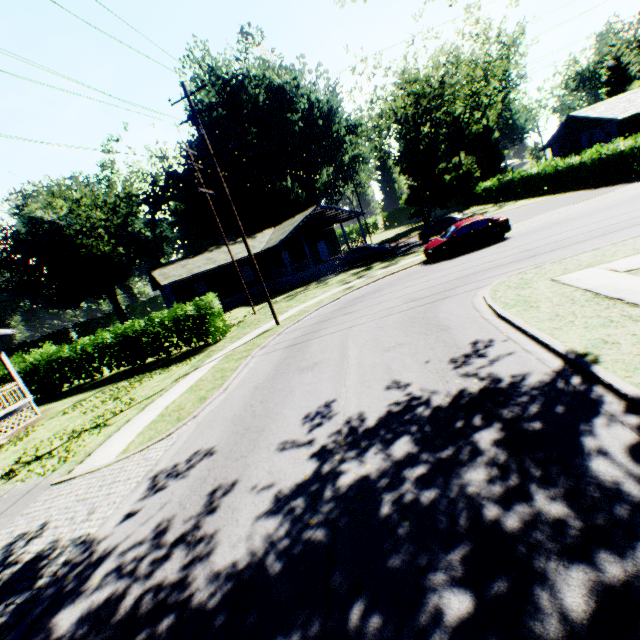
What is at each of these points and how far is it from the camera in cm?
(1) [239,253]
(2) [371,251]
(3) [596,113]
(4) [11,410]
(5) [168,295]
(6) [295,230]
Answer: (1) house, 3350
(2) car, 2891
(3) house, 2991
(4) house, 1549
(5) house, 3344
(6) house, 3122

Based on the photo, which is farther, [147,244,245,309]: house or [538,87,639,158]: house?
[147,244,245,309]: house

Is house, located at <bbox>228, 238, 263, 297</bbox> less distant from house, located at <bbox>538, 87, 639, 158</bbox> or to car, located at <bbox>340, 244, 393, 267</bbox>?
car, located at <bbox>340, 244, 393, 267</bbox>

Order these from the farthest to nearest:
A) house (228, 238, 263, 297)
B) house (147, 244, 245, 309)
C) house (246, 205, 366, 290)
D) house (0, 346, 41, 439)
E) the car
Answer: house (228, 238, 263, 297), house (246, 205, 366, 290), house (147, 244, 245, 309), the car, house (0, 346, 41, 439)

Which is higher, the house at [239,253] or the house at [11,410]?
the house at [239,253]

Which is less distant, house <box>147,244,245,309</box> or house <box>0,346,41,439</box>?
house <box>0,346,41,439</box>

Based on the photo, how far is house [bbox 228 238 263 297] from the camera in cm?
3341

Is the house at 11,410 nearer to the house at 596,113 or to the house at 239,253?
the house at 239,253
